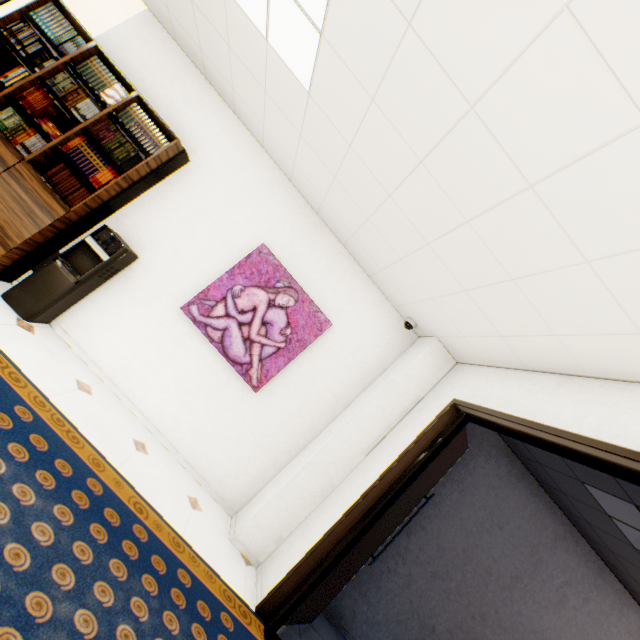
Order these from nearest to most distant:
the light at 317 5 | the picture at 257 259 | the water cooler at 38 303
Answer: the light at 317 5 → the water cooler at 38 303 → the picture at 257 259

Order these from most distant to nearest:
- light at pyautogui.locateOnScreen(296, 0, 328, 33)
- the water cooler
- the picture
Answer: the picture, the water cooler, light at pyautogui.locateOnScreen(296, 0, 328, 33)

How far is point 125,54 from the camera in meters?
3.6 m

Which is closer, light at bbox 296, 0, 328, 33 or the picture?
light at bbox 296, 0, 328, 33

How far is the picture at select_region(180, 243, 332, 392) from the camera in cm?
355

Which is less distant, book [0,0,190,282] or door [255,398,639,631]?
door [255,398,639,631]

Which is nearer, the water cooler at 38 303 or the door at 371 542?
the door at 371 542

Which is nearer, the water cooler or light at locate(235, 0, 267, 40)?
light at locate(235, 0, 267, 40)
